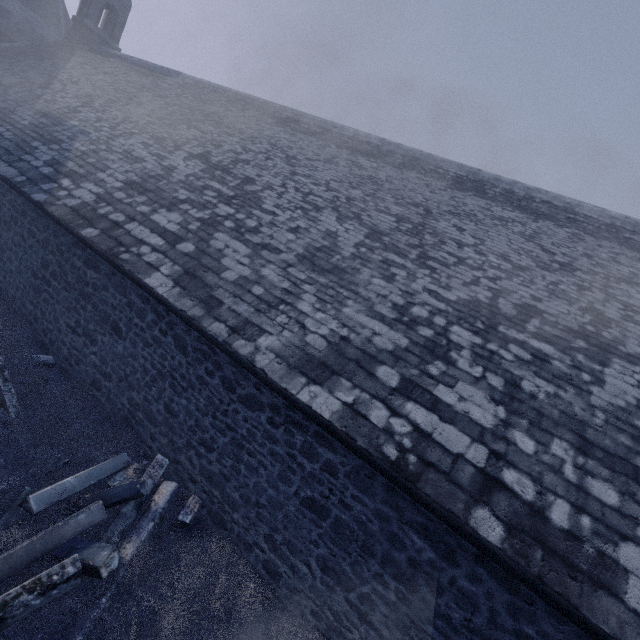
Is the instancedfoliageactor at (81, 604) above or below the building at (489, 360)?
below

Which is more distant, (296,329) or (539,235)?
(539,235)

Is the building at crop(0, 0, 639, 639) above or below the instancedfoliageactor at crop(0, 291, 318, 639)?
above
